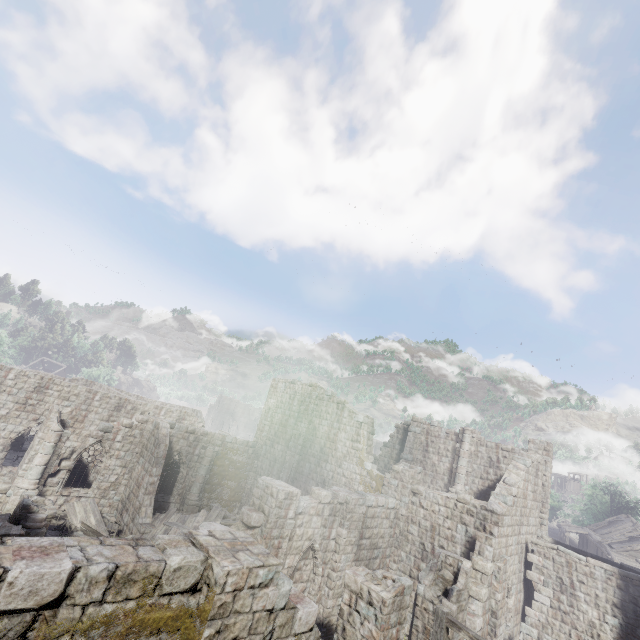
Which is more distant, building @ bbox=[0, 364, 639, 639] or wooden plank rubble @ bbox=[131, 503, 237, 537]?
wooden plank rubble @ bbox=[131, 503, 237, 537]

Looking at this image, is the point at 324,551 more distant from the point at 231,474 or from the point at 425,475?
the point at 425,475

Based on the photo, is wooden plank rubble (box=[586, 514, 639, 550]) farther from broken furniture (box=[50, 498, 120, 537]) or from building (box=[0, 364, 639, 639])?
broken furniture (box=[50, 498, 120, 537])

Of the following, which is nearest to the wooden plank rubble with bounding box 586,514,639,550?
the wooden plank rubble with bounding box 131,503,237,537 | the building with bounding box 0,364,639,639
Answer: the building with bounding box 0,364,639,639

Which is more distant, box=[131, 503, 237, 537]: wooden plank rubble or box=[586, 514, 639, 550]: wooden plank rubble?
box=[586, 514, 639, 550]: wooden plank rubble

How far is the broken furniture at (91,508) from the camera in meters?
16.6

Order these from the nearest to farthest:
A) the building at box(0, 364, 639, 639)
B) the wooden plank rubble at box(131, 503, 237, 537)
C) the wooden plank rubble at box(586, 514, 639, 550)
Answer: the building at box(0, 364, 639, 639)
the wooden plank rubble at box(131, 503, 237, 537)
the wooden plank rubble at box(586, 514, 639, 550)

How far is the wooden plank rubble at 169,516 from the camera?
17.53m
